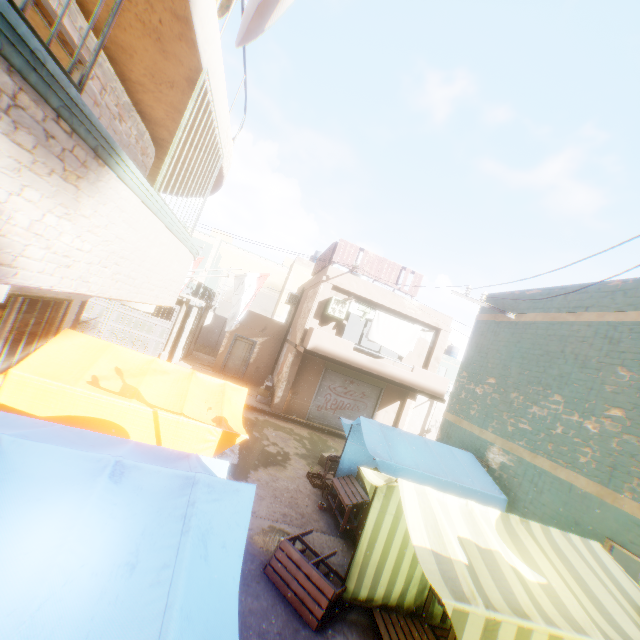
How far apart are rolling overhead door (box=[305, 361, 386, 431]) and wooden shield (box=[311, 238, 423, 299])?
0.33m

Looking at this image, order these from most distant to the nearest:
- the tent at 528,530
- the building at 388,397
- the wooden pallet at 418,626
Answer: the building at 388,397
the wooden pallet at 418,626
the tent at 528,530

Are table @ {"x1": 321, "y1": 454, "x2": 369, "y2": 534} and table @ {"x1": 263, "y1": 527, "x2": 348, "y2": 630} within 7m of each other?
yes

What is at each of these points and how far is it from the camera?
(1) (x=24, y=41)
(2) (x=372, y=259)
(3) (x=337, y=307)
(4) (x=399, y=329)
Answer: (1) building, 1.6m
(2) wooden shield, 15.1m
(3) air conditioner, 14.2m
(4) dryer, 14.3m

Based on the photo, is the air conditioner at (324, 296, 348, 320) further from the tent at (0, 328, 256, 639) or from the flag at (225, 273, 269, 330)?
the flag at (225, 273, 269, 330)

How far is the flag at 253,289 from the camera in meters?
9.4 m

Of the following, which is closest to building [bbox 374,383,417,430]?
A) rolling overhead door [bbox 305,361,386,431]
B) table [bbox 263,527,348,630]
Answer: rolling overhead door [bbox 305,361,386,431]

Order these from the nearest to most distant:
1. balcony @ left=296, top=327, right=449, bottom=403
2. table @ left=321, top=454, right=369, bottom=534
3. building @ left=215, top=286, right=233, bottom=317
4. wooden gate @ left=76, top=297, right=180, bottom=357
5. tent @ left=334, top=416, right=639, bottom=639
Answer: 1. tent @ left=334, top=416, right=639, bottom=639
2. table @ left=321, top=454, right=369, bottom=534
3. balcony @ left=296, top=327, right=449, bottom=403
4. wooden gate @ left=76, top=297, right=180, bottom=357
5. building @ left=215, top=286, right=233, bottom=317
